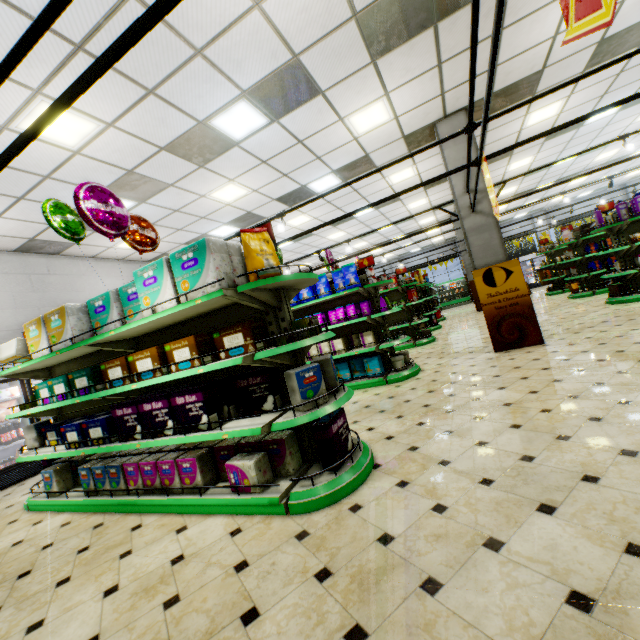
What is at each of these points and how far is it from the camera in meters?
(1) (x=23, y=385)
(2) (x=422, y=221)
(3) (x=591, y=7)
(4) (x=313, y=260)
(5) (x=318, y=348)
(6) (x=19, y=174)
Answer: (1) wall refrigerator door, 6.5 m
(2) building, 15.8 m
(3) sign, 1.0 m
(4) building, 18.2 m
(5) boxed pet food, 6.6 m
(6) building, 5.1 m

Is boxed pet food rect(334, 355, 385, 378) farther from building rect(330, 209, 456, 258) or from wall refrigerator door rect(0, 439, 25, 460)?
wall refrigerator door rect(0, 439, 25, 460)

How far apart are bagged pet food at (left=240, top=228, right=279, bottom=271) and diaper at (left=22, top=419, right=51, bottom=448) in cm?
452

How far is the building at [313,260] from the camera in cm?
1707

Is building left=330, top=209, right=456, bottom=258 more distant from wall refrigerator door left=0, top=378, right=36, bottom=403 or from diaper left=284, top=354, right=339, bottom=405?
diaper left=284, top=354, right=339, bottom=405

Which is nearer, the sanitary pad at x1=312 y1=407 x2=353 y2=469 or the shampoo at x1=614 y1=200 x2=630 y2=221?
the sanitary pad at x1=312 y1=407 x2=353 y2=469

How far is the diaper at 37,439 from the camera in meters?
4.7 m

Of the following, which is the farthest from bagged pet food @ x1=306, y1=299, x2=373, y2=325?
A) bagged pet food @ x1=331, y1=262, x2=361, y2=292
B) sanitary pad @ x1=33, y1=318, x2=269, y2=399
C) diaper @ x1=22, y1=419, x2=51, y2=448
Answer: diaper @ x1=22, y1=419, x2=51, y2=448
